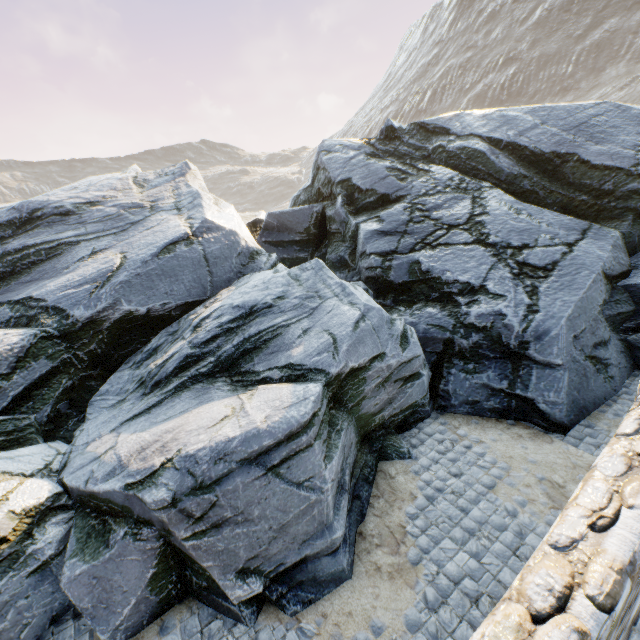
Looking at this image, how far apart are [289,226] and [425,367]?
8.7m
